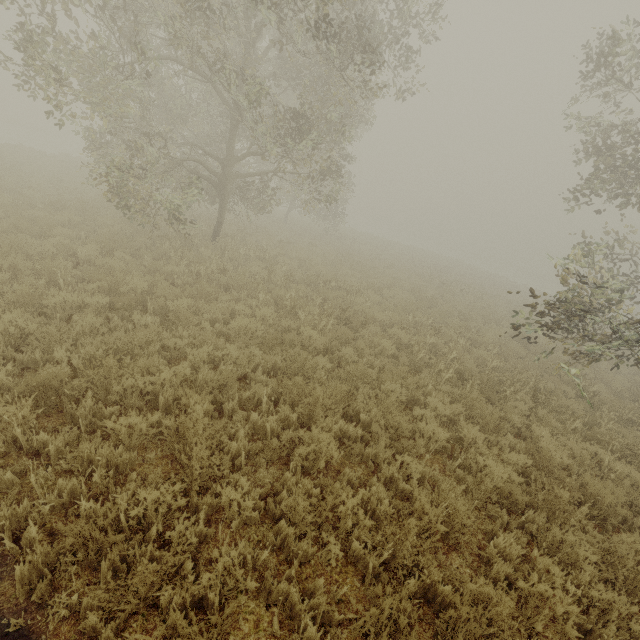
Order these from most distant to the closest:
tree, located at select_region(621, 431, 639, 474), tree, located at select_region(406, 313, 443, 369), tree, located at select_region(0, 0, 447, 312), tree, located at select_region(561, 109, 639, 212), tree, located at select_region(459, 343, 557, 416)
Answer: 1. tree, located at select_region(561, 109, 639, 212)
2. tree, located at select_region(406, 313, 443, 369)
3. tree, located at select_region(0, 0, 447, 312)
4. tree, located at select_region(459, 343, 557, 416)
5. tree, located at select_region(621, 431, 639, 474)

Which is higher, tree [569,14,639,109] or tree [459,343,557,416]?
tree [569,14,639,109]

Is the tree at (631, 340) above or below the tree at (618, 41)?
below

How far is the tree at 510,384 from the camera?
7.5m

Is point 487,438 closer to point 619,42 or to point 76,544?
point 76,544

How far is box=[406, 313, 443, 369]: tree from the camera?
8.7 meters

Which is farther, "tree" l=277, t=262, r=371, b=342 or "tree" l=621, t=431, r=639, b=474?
"tree" l=277, t=262, r=371, b=342
